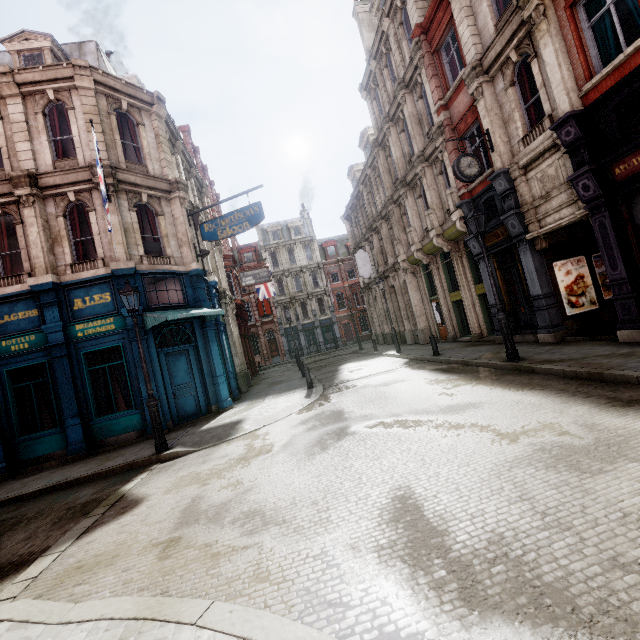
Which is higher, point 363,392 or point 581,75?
point 581,75

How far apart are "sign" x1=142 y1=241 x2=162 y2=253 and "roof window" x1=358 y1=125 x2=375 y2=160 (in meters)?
18.00

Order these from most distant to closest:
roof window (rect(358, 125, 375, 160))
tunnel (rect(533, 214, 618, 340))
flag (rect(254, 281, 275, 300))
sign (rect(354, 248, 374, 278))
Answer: flag (rect(254, 281, 275, 300)), sign (rect(354, 248, 374, 278)), roof window (rect(358, 125, 375, 160)), tunnel (rect(533, 214, 618, 340))

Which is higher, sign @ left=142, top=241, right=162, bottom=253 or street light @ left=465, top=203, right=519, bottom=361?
sign @ left=142, top=241, right=162, bottom=253

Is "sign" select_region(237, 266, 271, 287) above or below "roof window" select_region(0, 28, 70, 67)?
below

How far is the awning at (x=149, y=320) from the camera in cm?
1080

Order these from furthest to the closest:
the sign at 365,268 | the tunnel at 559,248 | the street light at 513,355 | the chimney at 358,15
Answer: the sign at 365,268 → the chimney at 358,15 → the tunnel at 559,248 → the street light at 513,355

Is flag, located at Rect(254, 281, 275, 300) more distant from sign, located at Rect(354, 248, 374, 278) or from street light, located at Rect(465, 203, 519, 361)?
street light, located at Rect(465, 203, 519, 361)
